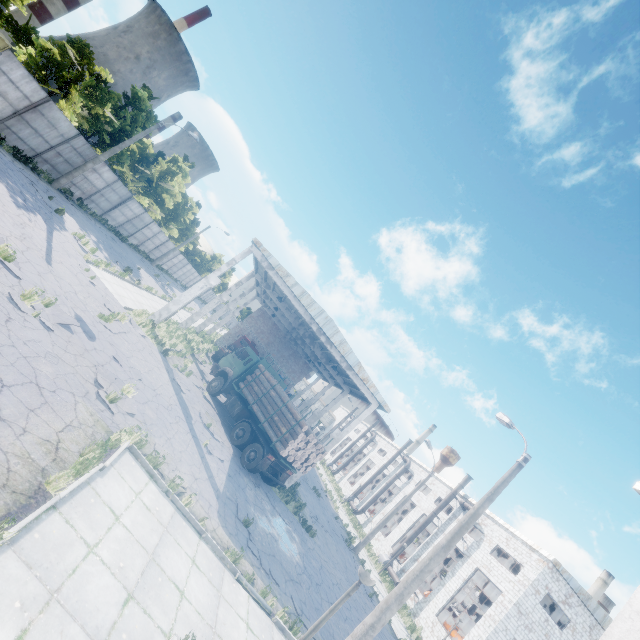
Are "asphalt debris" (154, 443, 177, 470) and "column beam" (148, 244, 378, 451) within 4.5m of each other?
no

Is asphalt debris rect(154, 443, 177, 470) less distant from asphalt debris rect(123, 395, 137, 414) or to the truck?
asphalt debris rect(123, 395, 137, 414)

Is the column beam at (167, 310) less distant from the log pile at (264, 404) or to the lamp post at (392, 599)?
the log pile at (264, 404)

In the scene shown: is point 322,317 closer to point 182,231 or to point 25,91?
point 25,91

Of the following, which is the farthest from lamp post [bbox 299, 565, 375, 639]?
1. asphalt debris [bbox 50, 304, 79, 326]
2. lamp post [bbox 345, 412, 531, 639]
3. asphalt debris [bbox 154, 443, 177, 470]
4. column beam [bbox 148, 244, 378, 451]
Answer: column beam [bbox 148, 244, 378, 451]

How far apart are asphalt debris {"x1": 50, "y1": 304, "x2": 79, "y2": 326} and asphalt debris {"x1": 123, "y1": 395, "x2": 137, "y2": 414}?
1.5 meters

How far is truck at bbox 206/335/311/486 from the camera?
15.70m

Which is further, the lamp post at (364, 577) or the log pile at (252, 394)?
the log pile at (252, 394)
